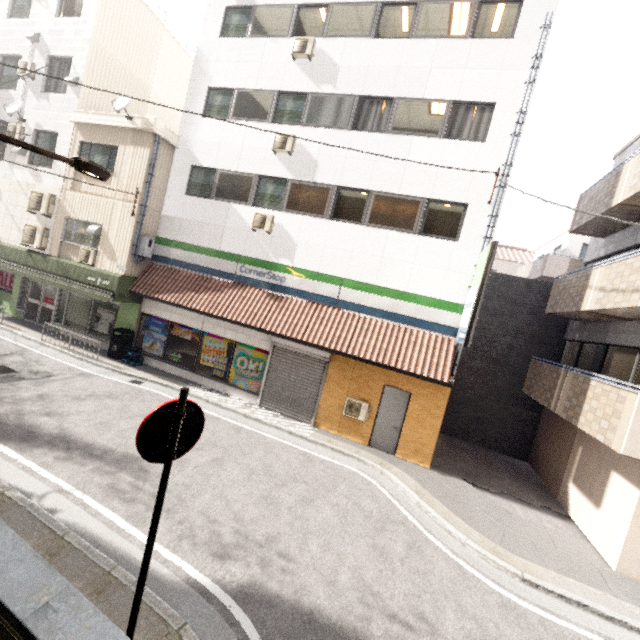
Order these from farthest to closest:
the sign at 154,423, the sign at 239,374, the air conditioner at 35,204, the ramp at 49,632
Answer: the air conditioner at 35,204 < the sign at 239,374 < the sign at 154,423 < the ramp at 49,632

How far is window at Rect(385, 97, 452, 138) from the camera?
9.8 meters

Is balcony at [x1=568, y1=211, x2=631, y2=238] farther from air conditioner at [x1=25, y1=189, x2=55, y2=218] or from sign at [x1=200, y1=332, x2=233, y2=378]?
air conditioner at [x1=25, y1=189, x2=55, y2=218]

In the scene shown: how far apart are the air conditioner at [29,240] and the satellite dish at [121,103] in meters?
5.4

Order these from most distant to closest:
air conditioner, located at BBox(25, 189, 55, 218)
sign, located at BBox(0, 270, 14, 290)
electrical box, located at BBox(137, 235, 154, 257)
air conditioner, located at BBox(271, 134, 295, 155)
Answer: sign, located at BBox(0, 270, 14, 290) < air conditioner, located at BBox(25, 189, 55, 218) < electrical box, located at BBox(137, 235, 154, 257) < air conditioner, located at BBox(271, 134, 295, 155)

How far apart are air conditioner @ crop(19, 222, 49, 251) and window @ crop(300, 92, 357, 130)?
10.8m

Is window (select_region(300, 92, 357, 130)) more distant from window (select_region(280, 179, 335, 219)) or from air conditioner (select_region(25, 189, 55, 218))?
air conditioner (select_region(25, 189, 55, 218))

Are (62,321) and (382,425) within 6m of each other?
no
